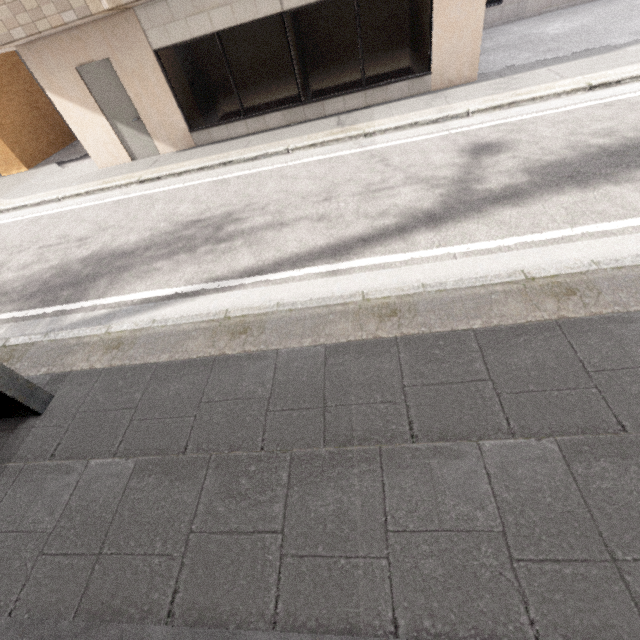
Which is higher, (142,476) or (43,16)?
(43,16)

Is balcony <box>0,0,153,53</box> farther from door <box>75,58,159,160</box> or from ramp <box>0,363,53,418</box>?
ramp <box>0,363,53,418</box>

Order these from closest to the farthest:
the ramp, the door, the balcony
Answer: the ramp < the balcony < the door

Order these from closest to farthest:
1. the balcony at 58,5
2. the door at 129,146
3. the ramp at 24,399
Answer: the ramp at 24,399 < the balcony at 58,5 < the door at 129,146

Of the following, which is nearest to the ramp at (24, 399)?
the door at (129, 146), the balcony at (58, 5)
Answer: the balcony at (58, 5)

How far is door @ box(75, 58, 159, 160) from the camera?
7.41m
